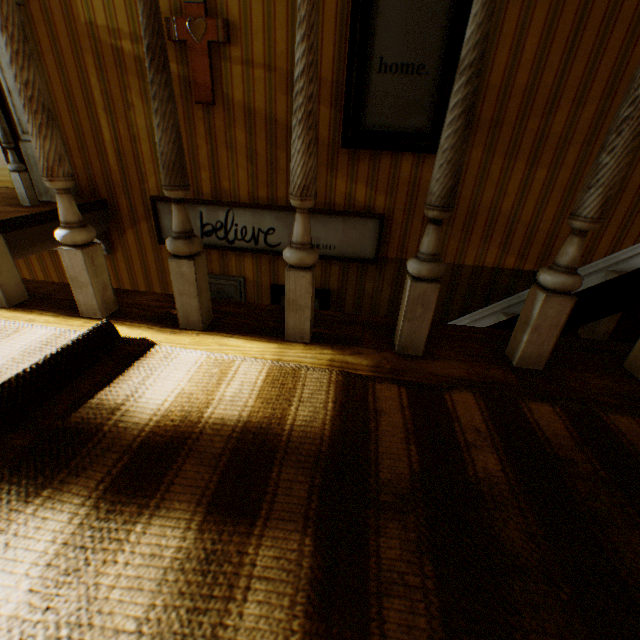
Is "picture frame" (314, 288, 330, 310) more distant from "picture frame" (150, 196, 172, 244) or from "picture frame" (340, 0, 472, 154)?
"picture frame" (340, 0, 472, 154)

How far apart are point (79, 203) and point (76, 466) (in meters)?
2.85

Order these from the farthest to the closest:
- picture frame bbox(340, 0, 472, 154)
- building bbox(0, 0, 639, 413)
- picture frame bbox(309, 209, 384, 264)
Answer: picture frame bbox(309, 209, 384, 264) < picture frame bbox(340, 0, 472, 154) < building bbox(0, 0, 639, 413)

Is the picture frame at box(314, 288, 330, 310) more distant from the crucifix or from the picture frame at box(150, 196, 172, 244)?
the crucifix

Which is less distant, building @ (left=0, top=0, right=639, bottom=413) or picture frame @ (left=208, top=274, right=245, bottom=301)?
building @ (left=0, top=0, right=639, bottom=413)

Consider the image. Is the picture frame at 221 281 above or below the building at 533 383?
below

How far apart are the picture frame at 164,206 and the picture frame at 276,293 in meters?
0.3

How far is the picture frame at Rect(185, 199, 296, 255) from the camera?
2.7m
